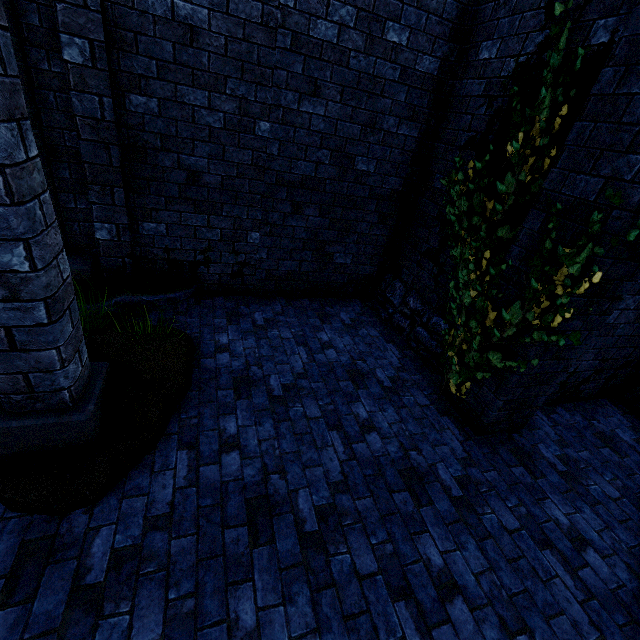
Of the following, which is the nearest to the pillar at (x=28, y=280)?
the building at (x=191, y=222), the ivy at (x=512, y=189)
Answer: the building at (x=191, y=222)

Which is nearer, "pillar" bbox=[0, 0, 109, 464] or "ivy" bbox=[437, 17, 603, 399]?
"pillar" bbox=[0, 0, 109, 464]

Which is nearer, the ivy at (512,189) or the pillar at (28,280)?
the pillar at (28,280)

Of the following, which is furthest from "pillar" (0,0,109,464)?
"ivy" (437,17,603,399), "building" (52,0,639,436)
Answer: "ivy" (437,17,603,399)

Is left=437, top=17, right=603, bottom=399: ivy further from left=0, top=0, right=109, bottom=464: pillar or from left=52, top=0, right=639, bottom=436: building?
left=0, top=0, right=109, bottom=464: pillar

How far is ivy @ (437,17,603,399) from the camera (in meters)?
2.85

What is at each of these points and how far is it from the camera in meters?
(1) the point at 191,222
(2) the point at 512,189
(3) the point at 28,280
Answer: (1) building, 4.7
(2) ivy, 3.5
(3) pillar, 2.0
